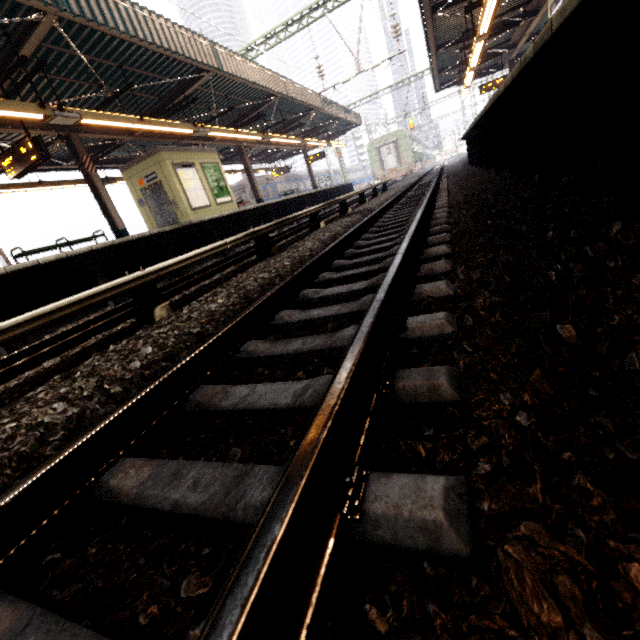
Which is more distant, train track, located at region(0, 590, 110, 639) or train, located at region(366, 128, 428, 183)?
train, located at region(366, 128, 428, 183)

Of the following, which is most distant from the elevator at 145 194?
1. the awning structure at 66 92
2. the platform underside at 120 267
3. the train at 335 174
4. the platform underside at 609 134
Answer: the platform underside at 609 134

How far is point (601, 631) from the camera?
0.5m

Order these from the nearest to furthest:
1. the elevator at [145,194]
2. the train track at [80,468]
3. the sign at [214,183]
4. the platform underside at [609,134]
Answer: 1. the train track at [80,468]
2. the platform underside at [609,134]
3. the elevator at [145,194]
4. the sign at [214,183]

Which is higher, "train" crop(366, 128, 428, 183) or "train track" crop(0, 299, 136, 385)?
"train" crop(366, 128, 428, 183)

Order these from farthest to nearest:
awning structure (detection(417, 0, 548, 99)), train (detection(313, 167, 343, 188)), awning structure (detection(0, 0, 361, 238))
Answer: train (detection(313, 167, 343, 188)) < awning structure (detection(417, 0, 548, 99)) < awning structure (detection(0, 0, 361, 238))

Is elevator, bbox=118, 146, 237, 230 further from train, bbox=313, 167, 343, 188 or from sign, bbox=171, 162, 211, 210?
train, bbox=313, 167, 343, 188

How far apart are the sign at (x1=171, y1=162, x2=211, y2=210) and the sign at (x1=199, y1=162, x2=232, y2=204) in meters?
0.3 m
